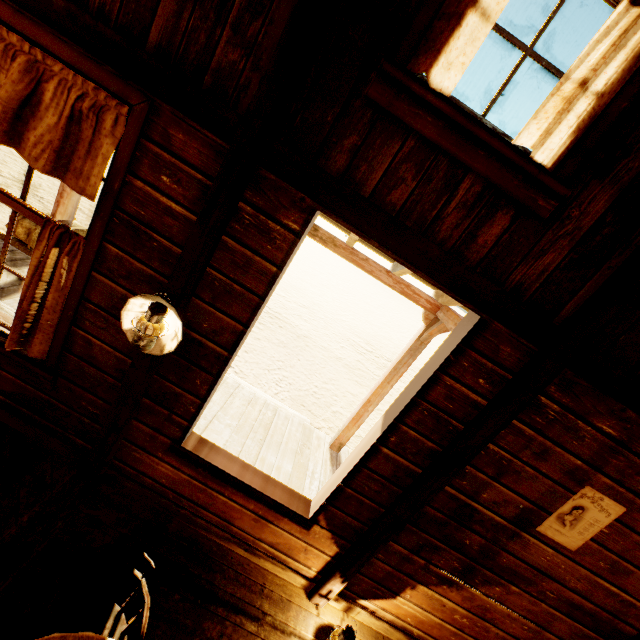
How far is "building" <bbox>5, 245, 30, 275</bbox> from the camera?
4.50m

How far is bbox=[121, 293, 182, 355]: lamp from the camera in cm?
208

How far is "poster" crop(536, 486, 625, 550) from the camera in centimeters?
243cm

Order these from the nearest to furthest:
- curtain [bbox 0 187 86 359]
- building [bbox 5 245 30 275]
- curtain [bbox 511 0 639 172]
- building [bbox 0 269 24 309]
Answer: curtain [bbox 511 0 639 172]
curtain [bbox 0 187 86 359]
building [bbox 0 269 24 309]
building [bbox 5 245 30 275]

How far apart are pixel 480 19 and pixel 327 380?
6.89m

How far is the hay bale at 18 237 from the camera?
4.91m

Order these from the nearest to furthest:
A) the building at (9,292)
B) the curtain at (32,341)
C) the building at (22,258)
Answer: the curtain at (32,341)
the building at (9,292)
the building at (22,258)

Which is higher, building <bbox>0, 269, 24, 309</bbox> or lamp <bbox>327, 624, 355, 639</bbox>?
lamp <bbox>327, 624, 355, 639</bbox>
